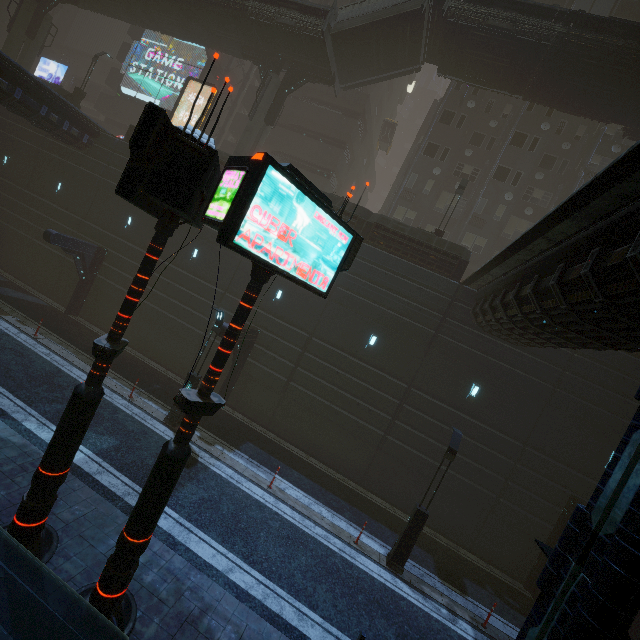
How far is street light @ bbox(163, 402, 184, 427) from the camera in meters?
14.1 m

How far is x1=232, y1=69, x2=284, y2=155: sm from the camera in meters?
22.7

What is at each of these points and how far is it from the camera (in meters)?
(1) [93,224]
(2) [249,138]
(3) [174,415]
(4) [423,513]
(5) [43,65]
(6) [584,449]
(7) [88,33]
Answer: (1) building, 22.12
(2) sm, 23.14
(3) street light, 14.18
(4) street light, 11.84
(5) sign, 43.50
(6) building, 15.16
(7) building, 42.56

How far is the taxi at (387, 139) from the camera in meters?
34.6 m

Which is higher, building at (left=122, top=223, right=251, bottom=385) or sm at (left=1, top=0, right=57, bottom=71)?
sm at (left=1, top=0, right=57, bottom=71)

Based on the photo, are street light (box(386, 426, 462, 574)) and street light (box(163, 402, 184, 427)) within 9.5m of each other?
no

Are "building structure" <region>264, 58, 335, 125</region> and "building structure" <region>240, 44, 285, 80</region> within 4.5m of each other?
yes

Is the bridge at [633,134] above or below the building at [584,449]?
above
